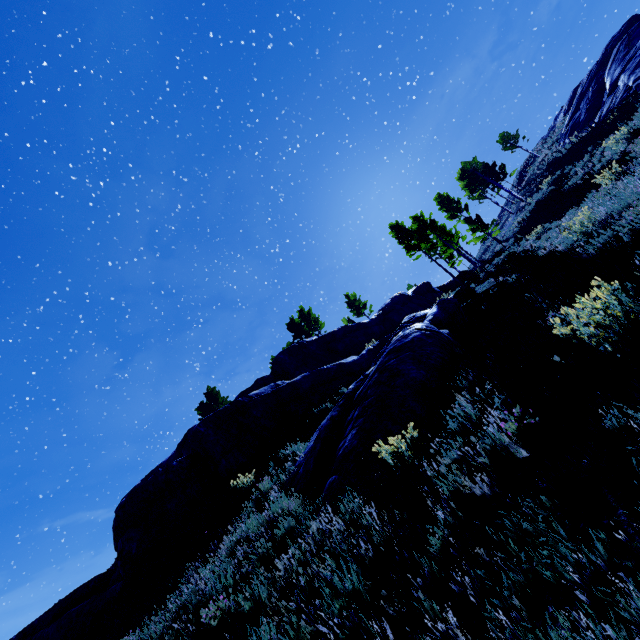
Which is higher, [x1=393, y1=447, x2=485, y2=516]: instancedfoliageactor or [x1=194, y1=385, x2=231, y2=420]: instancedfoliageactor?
[x1=194, y1=385, x2=231, y2=420]: instancedfoliageactor

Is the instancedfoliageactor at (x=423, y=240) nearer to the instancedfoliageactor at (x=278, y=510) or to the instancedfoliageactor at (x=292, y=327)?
the instancedfoliageactor at (x=292, y=327)

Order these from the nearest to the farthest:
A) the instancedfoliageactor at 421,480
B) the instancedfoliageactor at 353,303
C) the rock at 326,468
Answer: the instancedfoliageactor at 421,480 → the rock at 326,468 → the instancedfoliageactor at 353,303

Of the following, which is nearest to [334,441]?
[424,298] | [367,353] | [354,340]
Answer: [367,353]

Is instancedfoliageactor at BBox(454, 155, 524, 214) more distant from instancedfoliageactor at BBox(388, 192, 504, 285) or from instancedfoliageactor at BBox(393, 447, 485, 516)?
instancedfoliageactor at BBox(393, 447, 485, 516)

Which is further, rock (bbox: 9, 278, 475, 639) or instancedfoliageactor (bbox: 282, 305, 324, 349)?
instancedfoliageactor (bbox: 282, 305, 324, 349)

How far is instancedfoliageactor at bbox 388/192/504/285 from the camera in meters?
26.0 m

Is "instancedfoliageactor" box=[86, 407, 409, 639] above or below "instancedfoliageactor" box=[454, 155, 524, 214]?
below
